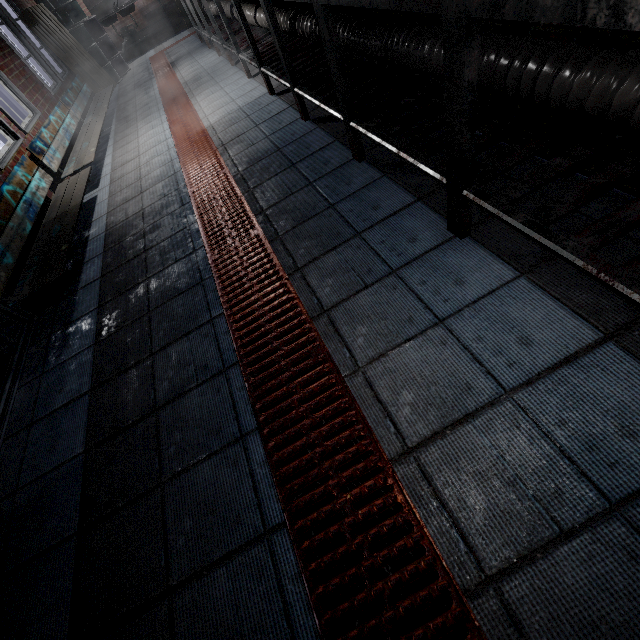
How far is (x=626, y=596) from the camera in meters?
0.7 m

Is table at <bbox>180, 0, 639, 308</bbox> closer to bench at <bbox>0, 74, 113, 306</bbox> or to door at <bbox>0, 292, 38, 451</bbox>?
bench at <bbox>0, 74, 113, 306</bbox>

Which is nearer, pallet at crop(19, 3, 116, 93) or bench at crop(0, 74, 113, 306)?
bench at crop(0, 74, 113, 306)

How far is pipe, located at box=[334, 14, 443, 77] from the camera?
1.6 meters

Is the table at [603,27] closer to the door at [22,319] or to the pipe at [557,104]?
the pipe at [557,104]

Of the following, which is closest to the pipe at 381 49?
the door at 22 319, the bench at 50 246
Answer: the bench at 50 246

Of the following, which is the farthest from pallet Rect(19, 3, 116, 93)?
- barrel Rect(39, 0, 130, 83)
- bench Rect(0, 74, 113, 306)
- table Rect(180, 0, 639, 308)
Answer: bench Rect(0, 74, 113, 306)

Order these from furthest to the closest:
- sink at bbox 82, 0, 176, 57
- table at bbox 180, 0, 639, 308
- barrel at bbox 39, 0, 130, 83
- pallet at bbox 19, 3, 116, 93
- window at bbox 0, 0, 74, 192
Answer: sink at bbox 82, 0, 176, 57, barrel at bbox 39, 0, 130, 83, pallet at bbox 19, 3, 116, 93, window at bbox 0, 0, 74, 192, table at bbox 180, 0, 639, 308
